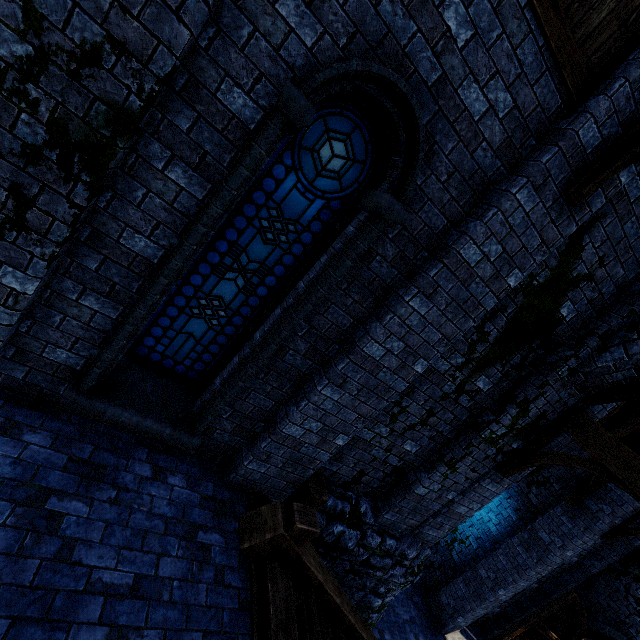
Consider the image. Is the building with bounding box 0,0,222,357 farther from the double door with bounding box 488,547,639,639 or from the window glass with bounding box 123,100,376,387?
the window glass with bounding box 123,100,376,387

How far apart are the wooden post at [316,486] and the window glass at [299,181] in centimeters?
211cm

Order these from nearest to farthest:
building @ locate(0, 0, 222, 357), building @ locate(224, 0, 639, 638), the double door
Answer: building @ locate(0, 0, 222, 357), building @ locate(224, 0, 639, 638), the double door

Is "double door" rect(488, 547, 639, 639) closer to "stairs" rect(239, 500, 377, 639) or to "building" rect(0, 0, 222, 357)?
"building" rect(0, 0, 222, 357)

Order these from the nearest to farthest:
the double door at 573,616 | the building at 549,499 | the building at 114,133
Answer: the building at 114,133, the building at 549,499, the double door at 573,616

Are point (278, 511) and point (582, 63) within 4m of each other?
no

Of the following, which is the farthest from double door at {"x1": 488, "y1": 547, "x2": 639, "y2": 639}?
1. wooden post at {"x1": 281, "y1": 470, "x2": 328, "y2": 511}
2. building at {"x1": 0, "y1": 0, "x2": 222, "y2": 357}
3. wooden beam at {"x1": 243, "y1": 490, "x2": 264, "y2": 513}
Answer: wooden beam at {"x1": 243, "y1": 490, "x2": 264, "y2": 513}

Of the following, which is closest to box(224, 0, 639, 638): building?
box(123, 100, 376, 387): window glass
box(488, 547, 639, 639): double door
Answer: box(488, 547, 639, 639): double door
